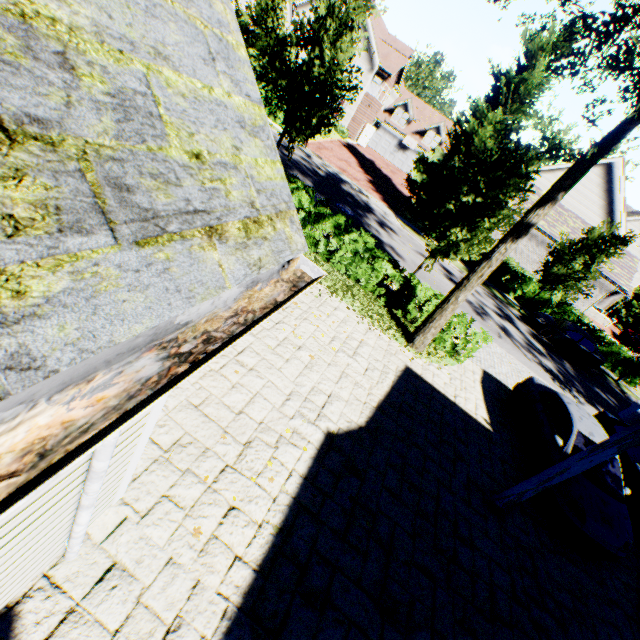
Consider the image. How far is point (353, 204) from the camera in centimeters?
2012cm

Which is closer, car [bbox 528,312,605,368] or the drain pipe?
the drain pipe

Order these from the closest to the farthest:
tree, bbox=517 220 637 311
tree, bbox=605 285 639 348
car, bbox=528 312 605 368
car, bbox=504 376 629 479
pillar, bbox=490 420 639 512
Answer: pillar, bbox=490 420 639 512
car, bbox=504 376 629 479
tree, bbox=517 220 637 311
car, bbox=528 312 605 368
tree, bbox=605 285 639 348

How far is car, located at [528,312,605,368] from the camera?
20.1m

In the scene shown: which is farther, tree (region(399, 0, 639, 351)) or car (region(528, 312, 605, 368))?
car (region(528, 312, 605, 368))

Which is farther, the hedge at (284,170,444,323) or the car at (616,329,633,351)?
the car at (616,329,633,351)

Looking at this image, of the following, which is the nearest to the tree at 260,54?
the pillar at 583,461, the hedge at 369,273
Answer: the hedge at 369,273

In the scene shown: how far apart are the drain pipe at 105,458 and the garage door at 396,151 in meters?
47.5
